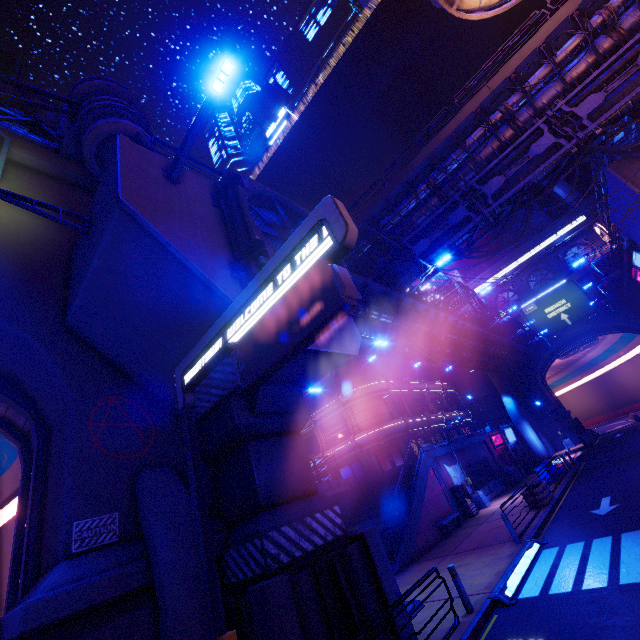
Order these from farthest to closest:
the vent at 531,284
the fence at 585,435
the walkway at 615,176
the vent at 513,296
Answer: the vent at 513,296, the vent at 531,284, the fence at 585,435, the walkway at 615,176

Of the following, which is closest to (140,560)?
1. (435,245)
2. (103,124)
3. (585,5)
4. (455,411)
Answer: (103,124)

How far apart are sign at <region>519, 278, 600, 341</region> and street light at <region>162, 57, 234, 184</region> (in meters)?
49.55

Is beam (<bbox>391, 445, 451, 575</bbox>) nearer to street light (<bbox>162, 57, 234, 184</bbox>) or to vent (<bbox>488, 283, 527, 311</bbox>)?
street light (<bbox>162, 57, 234, 184</bbox>)

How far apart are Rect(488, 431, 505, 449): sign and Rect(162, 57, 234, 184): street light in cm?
3531

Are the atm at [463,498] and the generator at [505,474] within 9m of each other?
yes

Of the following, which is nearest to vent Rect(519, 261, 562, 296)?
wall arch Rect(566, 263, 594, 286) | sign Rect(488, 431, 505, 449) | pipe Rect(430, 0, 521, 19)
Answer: pipe Rect(430, 0, 521, 19)

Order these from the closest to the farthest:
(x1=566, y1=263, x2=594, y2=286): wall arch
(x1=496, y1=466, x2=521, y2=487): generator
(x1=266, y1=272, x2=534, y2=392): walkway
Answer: (x1=266, y1=272, x2=534, y2=392): walkway < (x1=496, y1=466, x2=521, y2=487): generator < (x1=566, y1=263, x2=594, y2=286): wall arch
